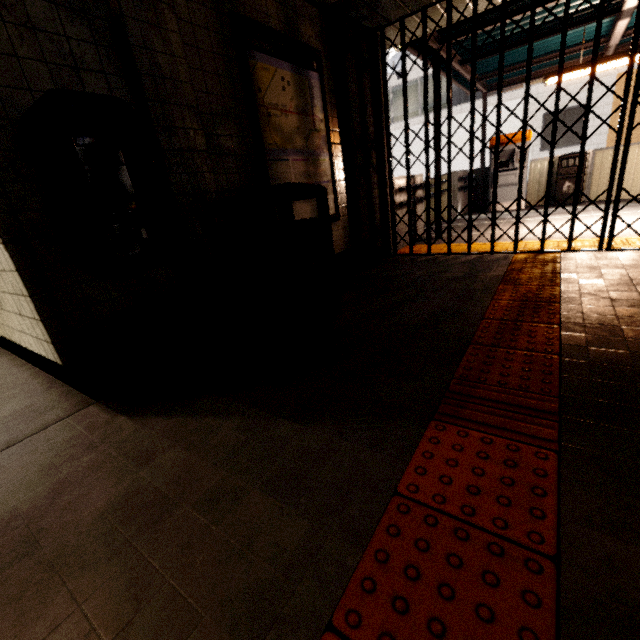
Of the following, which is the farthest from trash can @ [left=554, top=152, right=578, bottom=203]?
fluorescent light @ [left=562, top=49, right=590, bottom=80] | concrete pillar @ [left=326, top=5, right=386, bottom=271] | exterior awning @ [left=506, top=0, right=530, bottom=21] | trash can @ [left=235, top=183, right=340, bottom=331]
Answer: trash can @ [left=235, top=183, right=340, bottom=331]

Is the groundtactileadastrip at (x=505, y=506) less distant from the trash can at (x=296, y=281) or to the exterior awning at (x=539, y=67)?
the exterior awning at (x=539, y=67)

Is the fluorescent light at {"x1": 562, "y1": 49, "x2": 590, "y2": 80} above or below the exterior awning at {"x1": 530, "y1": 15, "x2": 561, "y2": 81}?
below

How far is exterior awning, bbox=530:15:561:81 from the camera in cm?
533

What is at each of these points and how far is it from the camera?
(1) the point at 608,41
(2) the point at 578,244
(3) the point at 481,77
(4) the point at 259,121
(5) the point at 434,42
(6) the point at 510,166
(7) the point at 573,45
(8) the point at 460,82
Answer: (1) exterior awning, 6.1 meters
(2) groundtactileadastrip, 4.2 meters
(3) exterior awning, 7.4 meters
(4) sign, 2.9 meters
(5) exterior awning, 4.9 meters
(6) ticket machine, 8.4 meters
(7) exterior awning, 6.5 meters
(8) exterior awning, 7.7 meters

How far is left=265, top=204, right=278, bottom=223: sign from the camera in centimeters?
310cm

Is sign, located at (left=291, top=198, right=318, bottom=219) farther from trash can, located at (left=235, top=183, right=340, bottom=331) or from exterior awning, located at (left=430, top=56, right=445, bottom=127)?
exterior awning, located at (left=430, top=56, right=445, bottom=127)

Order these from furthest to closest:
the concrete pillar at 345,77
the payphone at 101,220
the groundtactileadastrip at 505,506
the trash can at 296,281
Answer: the concrete pillar at 345,77 < the trash can at 296,281 < the payphone at 101,220 < the groundtactileadastrip at 505,506
